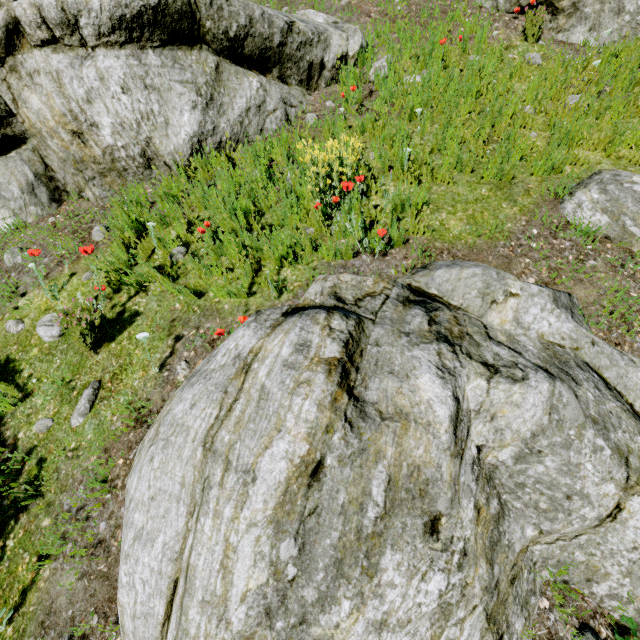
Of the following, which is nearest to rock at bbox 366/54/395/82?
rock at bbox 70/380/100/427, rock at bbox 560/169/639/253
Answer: rock at bbox 70/380/100/427

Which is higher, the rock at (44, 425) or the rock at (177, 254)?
the rock at (177, 254)

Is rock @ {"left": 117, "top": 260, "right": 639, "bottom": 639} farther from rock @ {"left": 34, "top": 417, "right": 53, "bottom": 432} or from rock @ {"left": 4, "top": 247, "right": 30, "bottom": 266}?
rock @ {"left": 34, "top": 417, "right": 53, "bottom": 432}

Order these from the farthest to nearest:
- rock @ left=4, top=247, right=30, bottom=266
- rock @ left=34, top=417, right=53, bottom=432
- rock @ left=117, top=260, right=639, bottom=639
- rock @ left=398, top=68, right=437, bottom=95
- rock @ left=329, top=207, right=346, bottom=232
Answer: rock @ left=398, top=68, right=437, bottom=95, rock @ left=4, top=247, right=30, bottom=266, rock @ left=329, top=207, right=346, bottom=232, rock @ left=34, top=417, right=53, bottom=432, rock @ left=117, top=260, right=639, bottom=639

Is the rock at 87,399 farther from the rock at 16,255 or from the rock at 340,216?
the rock at 340,216

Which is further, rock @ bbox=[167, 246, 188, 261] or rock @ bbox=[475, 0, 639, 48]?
rock @ bbox=[475, 0, 639, 48]

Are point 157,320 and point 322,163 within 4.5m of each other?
yes
